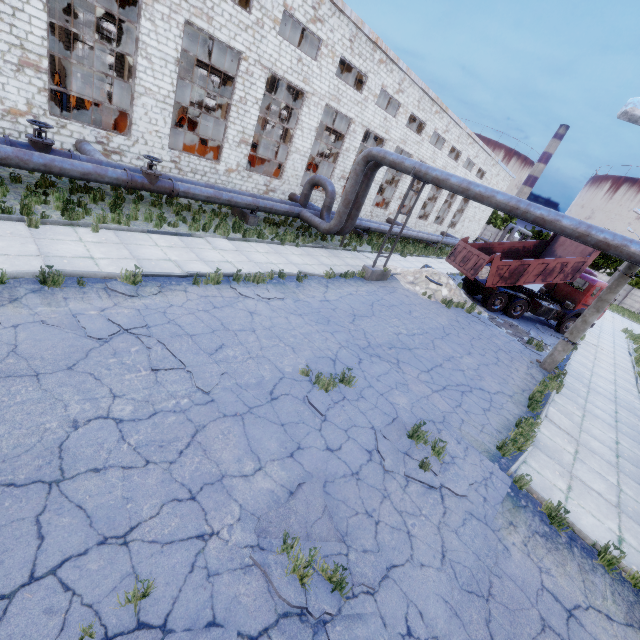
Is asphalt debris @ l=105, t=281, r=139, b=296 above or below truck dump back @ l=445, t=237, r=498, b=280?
below

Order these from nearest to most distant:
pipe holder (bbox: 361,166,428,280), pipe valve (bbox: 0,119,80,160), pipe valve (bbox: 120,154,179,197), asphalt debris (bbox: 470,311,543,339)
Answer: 1. pipe valve (bbox: 0,119,80,160)
2. pipe valve (bbox: 120,154,179,197)
3. pipe holder (bbox: 361,166,428,280)
4. asphalt debris (bbox: 470,311,543,339)

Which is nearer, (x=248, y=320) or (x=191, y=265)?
(x=248, y=320)

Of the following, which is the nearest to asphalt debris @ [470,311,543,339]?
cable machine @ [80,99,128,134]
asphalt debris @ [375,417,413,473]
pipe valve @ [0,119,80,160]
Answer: asphalt debris @ [375,417,413,473]

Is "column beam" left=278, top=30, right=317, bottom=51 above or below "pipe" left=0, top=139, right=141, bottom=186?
above

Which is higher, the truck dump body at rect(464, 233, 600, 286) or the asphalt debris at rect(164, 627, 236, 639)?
the truck dump body at rect(464, 233, 600, 286)

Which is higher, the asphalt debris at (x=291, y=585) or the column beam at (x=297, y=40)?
the column beam at (x=297, y=40)

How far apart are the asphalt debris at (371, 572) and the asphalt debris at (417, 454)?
1.44m
